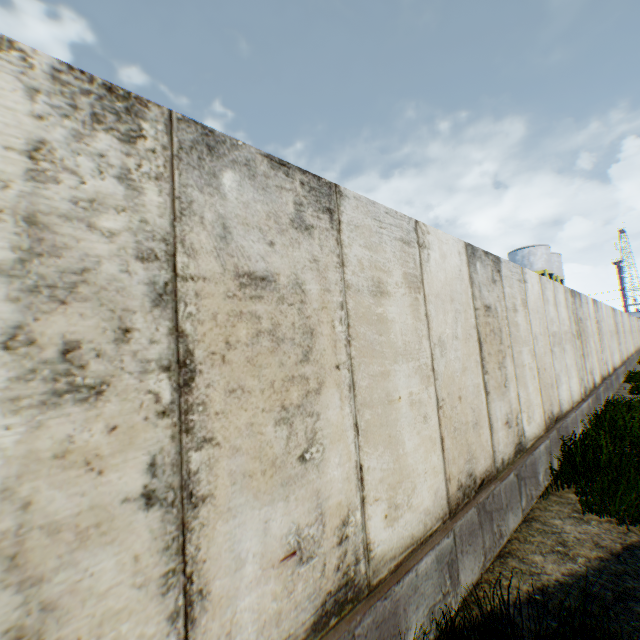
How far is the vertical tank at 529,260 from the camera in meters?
34.9

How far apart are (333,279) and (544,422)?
5.4 meters

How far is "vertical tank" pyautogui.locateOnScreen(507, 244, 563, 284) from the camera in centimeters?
3494cm
